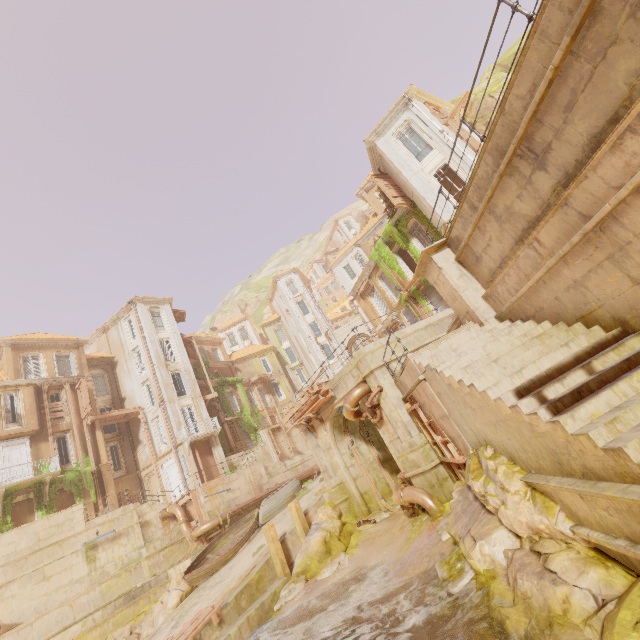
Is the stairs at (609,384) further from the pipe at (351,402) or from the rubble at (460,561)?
the pipe at (351,402)

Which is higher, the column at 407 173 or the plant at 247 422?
the column at 407 173

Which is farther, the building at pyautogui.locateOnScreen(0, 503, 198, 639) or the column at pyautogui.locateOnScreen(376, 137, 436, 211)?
the column at pyautogui.locateOnScreen(376, 137, 436, 211)

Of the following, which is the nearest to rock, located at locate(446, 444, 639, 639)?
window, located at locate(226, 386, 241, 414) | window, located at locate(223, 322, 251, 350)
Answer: window, located at locate(226, 386, 241, 414)

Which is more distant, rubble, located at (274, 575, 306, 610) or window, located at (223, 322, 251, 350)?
window, located at (223, 322, 251, 350)

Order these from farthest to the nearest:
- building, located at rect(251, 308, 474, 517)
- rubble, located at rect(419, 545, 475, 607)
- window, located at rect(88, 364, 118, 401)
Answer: window, located at rect(88, 364, 118, 401)
building, located at rect(251, 308, 474, 517)
rubble, located at rect(419, 545, 475, 607)

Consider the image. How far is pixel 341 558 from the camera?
12.7 meters

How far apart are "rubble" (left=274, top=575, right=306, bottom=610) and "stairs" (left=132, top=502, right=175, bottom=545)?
Answer: 12.4m
